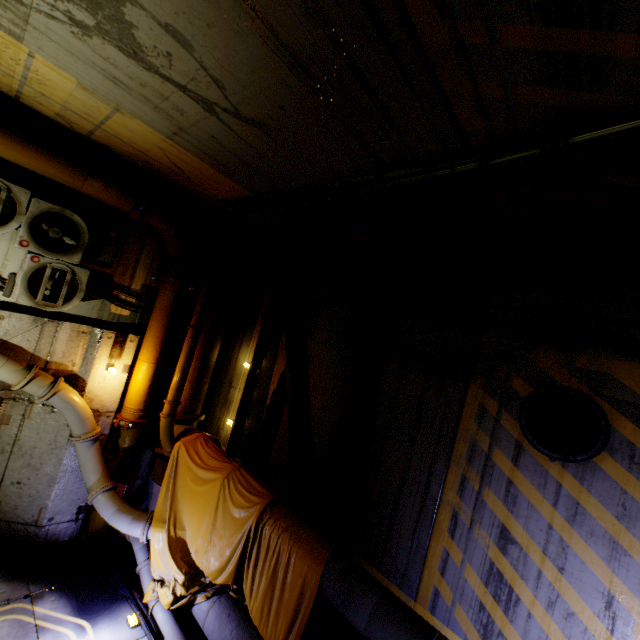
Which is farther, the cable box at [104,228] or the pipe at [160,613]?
the cable box at [104,228]

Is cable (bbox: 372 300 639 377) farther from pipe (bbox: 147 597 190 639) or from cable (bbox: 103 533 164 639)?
cable (bbox: 103 533 164 639)

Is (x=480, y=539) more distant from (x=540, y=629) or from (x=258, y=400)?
(x=258, y=400)

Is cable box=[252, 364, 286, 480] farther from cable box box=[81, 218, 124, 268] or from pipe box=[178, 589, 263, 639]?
cable box box=[81, 218, 124, 268]

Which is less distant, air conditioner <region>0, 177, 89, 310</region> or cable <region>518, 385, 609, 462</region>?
cable <region>518, 385, 609, 462</region>

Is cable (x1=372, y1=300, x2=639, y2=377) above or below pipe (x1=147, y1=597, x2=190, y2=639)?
above

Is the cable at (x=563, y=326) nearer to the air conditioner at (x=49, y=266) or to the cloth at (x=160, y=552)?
the cloth at (x=160, y=552)

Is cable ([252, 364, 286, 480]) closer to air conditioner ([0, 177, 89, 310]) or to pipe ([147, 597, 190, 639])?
pipe ([147, 597, 190, 639])
